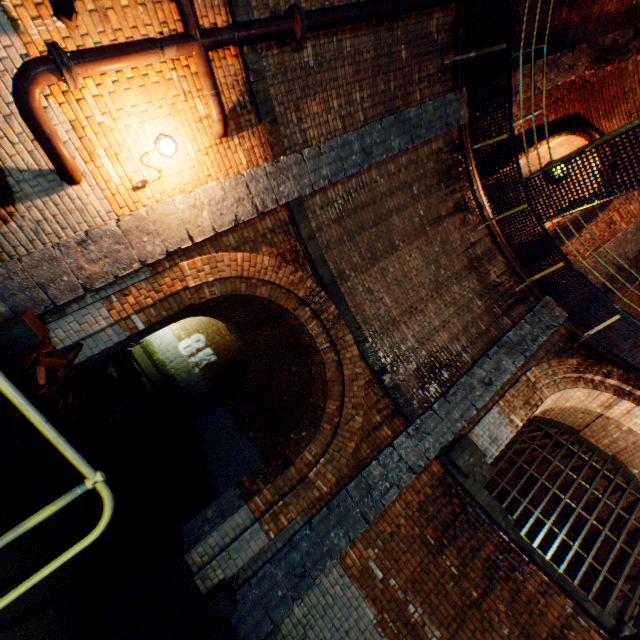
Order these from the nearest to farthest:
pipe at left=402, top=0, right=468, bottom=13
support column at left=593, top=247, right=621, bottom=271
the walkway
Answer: pipe at left=402, top=0, right=468, bottom=13 < the walkway < support column at left=593, top=247, right=621, bottom=271

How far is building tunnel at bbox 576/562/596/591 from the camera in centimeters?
1175cm

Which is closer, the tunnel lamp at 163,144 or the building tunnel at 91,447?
the tunnel lamp at 163,144

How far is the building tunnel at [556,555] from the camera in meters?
12.3 m

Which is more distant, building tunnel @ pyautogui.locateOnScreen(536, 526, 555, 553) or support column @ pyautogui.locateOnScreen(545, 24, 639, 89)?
building tunnel @ pyautogui.locateOnScreen(536, 526, 555, 553)

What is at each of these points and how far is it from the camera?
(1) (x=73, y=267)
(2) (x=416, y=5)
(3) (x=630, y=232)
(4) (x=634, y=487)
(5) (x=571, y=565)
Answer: (1) support column, 4.1 meters
(2) pipe, 5.4 meters
(3) support column, 8.7 meters
(4) sewer grate, 8.3 meters
(5) building tunnel, 12.2 meters

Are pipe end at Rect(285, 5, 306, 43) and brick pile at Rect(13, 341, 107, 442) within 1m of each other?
no

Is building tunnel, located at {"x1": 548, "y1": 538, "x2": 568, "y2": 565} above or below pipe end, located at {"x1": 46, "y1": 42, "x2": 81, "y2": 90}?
Answer: above
